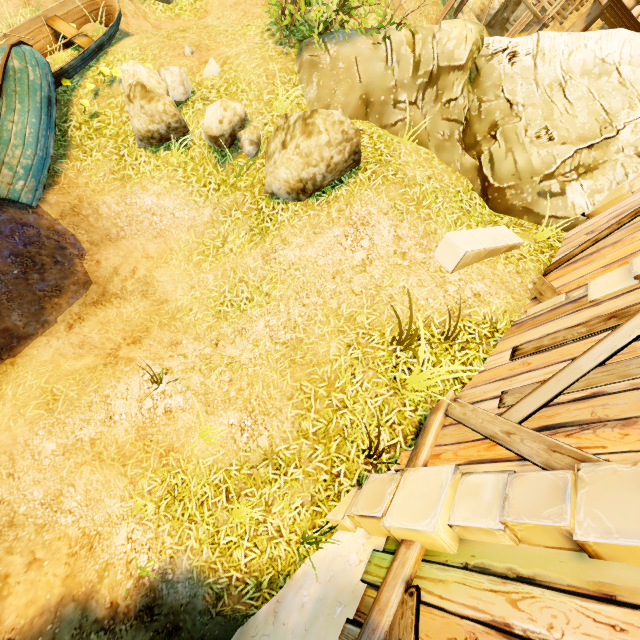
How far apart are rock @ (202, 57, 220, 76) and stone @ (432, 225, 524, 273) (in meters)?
6.38

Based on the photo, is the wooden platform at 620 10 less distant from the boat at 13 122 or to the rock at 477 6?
the rock at 477 6

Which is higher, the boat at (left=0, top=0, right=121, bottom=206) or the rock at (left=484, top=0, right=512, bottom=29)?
the rock at (left=484, top=0, right=512, bottom=29)

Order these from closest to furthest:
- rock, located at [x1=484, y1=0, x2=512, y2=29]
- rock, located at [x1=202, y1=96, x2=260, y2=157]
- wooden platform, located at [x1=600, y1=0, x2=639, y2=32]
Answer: rock, located at [x1=202, y1=96, x2=260, y2=157] < wooden platform, located at [x1=600, y1=0, x2=639, y2=32] < rock, located at [x1=484, y1=0, x2=512, y2=29]

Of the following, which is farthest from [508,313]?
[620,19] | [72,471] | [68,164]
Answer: [620,19]

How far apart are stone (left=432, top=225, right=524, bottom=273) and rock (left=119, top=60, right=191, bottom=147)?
6.0 meters

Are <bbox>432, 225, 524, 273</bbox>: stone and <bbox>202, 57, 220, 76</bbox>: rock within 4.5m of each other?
no

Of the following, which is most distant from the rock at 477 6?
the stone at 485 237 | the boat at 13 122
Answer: the stone at 485 237
